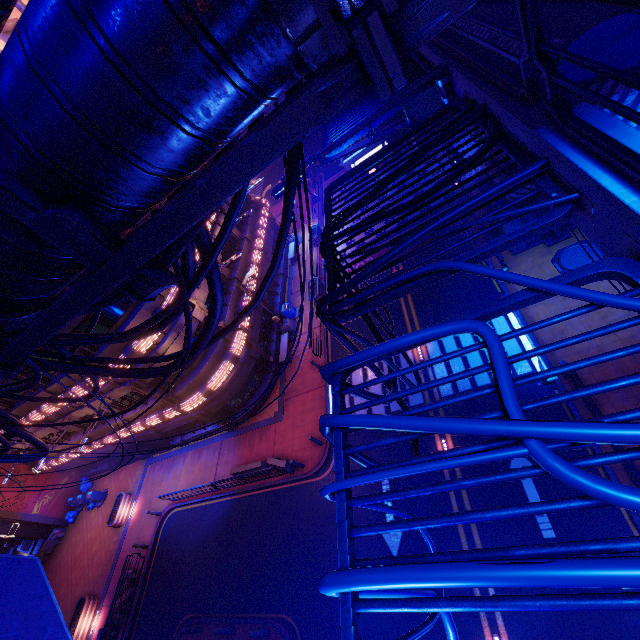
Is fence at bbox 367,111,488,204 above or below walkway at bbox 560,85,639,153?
below

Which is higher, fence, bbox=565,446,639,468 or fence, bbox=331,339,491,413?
fence, bbox=331,339,491,413

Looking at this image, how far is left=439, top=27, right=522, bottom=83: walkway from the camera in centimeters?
329cm

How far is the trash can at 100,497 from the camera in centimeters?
2683cm

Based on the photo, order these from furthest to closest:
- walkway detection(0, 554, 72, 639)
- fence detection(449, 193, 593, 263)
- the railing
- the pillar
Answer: the pillar, walkway detection(0, 554, 72, 639), fence detection(449, 193, 593, 263), the railing

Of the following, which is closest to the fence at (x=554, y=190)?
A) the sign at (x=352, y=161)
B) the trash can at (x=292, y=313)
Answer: the sign at (x=352, y=161)

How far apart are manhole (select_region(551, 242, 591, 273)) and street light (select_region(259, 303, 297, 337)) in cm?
1604

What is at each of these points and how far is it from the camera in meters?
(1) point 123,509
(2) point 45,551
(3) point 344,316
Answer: (1) plant holder, 24.0 m
(2) fence, 27.2 m
(3) fence, 3.2 m
